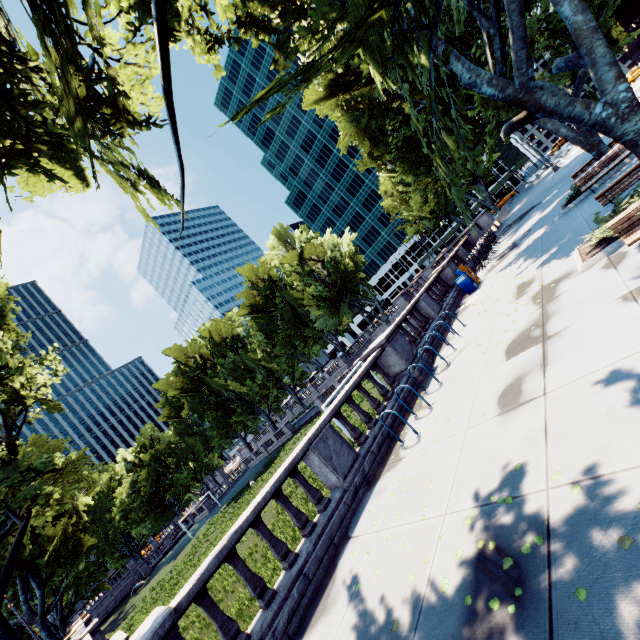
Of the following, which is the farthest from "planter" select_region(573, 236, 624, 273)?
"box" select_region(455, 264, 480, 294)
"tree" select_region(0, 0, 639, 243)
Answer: "box" select_region(455, 264, 480, 294)

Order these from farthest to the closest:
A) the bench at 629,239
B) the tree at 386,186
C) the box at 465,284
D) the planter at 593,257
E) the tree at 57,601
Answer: the box at 465,284
the tree at 57,601
the planter at 593,257
the bench at 629,239
the tree at 386,186

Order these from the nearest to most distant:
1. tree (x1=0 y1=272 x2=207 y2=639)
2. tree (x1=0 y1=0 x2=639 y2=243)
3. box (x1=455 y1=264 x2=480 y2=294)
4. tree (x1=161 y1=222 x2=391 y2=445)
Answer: tree (x1=0 y1=0 x2=639 y2=243), tree (x1=0 y1=272 x2=207 y2=639), box (x1=455 y1=264 x2=480 y2=294), tree (x1=161 y1=222 x2=391 y2=445)

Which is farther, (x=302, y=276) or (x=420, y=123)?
(x=302, y=276)

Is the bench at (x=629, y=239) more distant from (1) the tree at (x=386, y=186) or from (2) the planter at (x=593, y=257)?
(1) the tree at (x=386, y=186)

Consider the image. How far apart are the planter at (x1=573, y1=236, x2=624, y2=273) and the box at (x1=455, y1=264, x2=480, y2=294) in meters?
7.5

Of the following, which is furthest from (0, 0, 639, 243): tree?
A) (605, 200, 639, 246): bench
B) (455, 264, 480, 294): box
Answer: (455, 264, 480, 294): box
